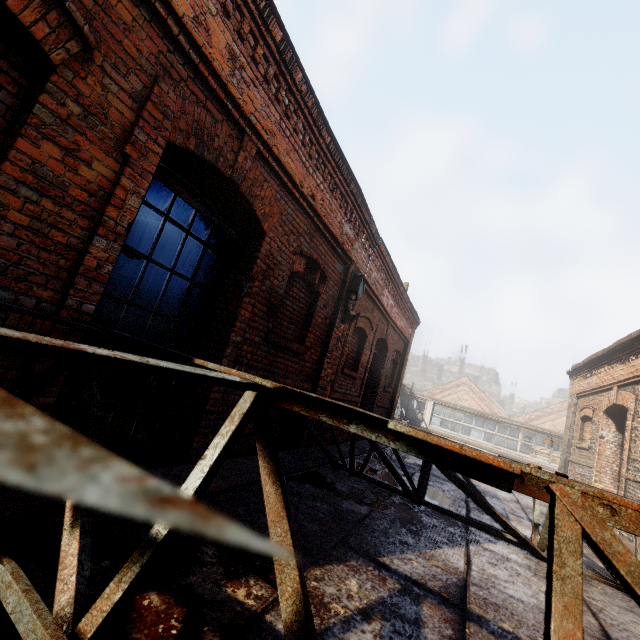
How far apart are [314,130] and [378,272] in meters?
3.9 m

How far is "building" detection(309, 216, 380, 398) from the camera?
5.90m

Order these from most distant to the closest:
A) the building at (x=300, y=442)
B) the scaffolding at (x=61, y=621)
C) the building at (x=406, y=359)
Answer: the building at (x=406, y=359), the building at (x=300, y=442), the scaffolding at (x=61, y=621)

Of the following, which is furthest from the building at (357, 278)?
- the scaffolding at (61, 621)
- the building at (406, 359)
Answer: the building at (406, 359)

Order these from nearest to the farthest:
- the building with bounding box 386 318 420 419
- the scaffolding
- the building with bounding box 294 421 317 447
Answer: the scaffolding
the building with bounding box 294 421 317 447
the building with bounding box 386 318 420 419

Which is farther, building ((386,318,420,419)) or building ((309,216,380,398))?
building ((386,318,420,419))

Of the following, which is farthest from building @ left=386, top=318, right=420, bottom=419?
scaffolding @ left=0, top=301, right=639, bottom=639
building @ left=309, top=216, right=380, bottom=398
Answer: scaffolding @ left=0, top=301, right=639, bottom=639

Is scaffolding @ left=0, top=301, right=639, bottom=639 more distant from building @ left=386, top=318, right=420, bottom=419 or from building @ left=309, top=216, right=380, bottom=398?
building @ left=386, top=318, right=420, bottom=419
